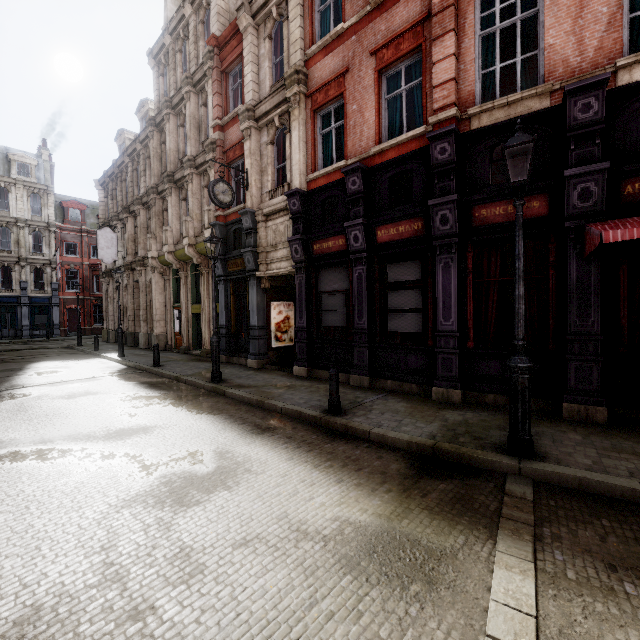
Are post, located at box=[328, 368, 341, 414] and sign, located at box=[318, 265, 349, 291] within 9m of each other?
yes

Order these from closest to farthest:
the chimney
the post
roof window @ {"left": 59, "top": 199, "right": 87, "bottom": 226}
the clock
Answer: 1. the post
2. the clock
3. the chimney
4. roof window @ {"left": 59, "top": 199, "right": 87, "bottom": 226}

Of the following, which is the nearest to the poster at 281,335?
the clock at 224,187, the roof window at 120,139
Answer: the clock at 224,187

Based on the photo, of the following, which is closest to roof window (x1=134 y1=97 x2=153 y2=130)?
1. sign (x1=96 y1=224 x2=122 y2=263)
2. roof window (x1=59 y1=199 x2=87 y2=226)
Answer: sign (x1=96 y1=224 x2=122 y2=263)

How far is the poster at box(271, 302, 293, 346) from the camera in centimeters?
1348cm

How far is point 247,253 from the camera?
12.67m

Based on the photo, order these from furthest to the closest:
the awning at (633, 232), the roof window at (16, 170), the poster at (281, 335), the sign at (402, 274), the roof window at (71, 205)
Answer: the roof window at (71, 205), the roof window at (16, 170), the poster at (281, 335), the sign at (402, 274), the awning at (633, 232)

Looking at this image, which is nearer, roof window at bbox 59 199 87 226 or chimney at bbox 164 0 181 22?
chimney at bbox 164 0 181 22
